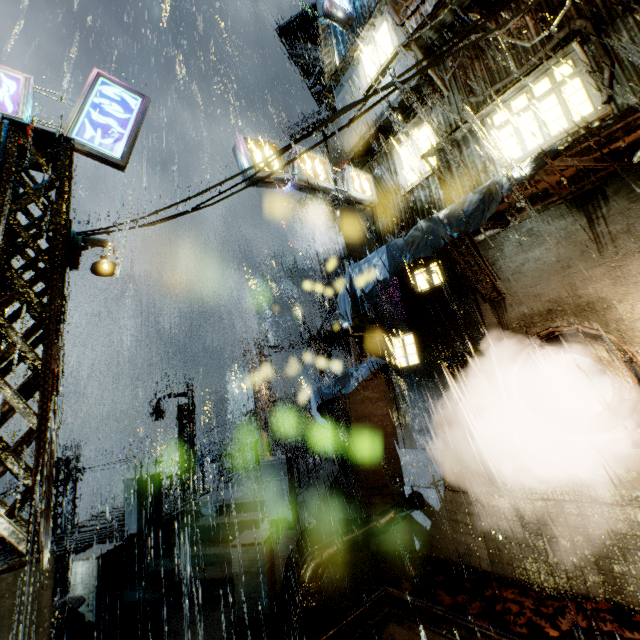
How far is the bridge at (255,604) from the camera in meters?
7.7

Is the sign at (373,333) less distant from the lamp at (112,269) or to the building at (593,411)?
the building at (593,411)

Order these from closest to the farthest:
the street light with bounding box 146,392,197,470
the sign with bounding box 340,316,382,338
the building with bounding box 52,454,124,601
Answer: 1. the sign with bounding box 340,316,382,338
2. the building with bounding box 52,454,124,601
3. the street light with bounding box 146,392,197,470

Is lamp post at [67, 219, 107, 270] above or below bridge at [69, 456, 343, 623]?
above

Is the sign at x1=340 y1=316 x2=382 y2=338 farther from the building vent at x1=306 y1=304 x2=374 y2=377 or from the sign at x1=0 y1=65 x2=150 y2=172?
the sign at x1=0 y1=65 x2=150 y2=172

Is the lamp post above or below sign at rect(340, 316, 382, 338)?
above

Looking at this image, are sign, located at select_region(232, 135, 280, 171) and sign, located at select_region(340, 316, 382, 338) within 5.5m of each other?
yes

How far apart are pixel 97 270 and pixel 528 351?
10.0 meters
